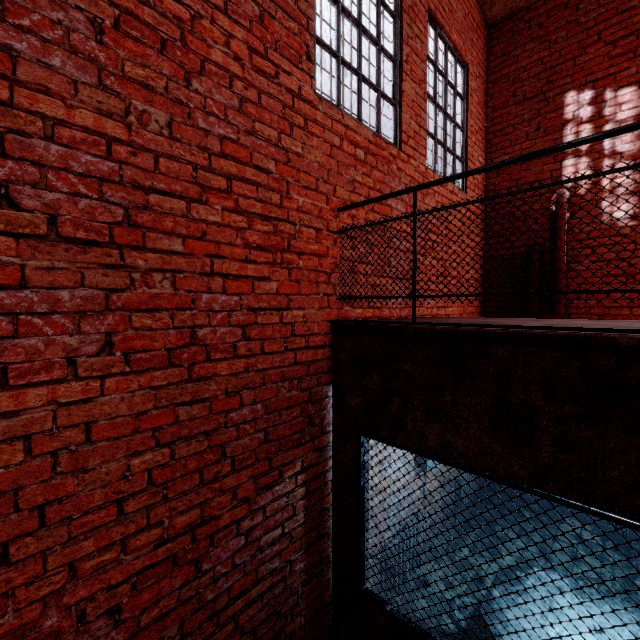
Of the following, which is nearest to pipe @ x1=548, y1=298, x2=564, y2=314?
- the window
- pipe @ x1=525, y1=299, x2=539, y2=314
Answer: pipe @ x1=525, y1=299, x2=539, y2=314

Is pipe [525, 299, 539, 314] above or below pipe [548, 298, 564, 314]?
below

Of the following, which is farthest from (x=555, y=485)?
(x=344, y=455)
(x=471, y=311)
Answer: (x=471, y=311)

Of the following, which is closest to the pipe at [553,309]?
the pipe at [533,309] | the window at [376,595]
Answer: the pipe at [533,309]

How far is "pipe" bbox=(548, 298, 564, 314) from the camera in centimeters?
470cm

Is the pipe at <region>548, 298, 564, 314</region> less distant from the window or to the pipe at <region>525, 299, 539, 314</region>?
the pipe at <region>525, 299, 539, 314</region>

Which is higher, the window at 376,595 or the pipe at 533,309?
the pipe at 533,309
